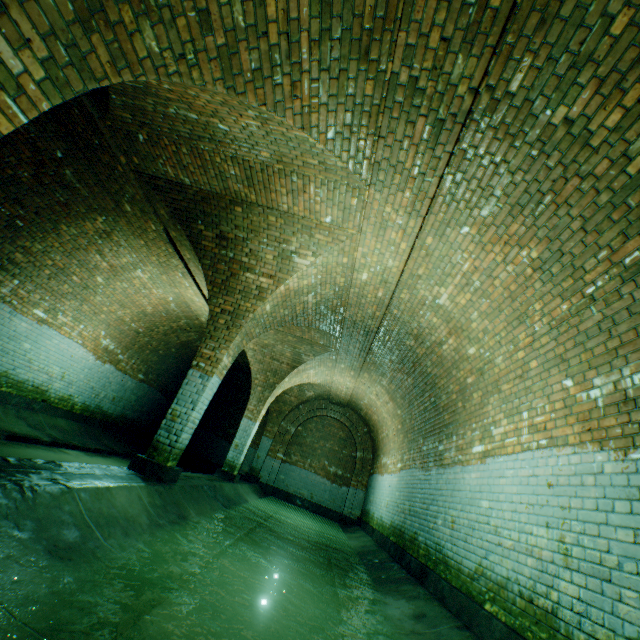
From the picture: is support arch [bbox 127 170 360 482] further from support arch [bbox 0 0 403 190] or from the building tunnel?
support arch [bbox 0 0 403 190]

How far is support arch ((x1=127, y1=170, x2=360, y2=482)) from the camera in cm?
545

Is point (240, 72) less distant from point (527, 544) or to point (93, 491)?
point (93, 491)

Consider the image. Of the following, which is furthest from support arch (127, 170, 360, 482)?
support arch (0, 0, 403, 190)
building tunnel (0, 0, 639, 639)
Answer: support arch (0, 0, 403, 190)

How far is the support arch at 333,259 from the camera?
5.5m

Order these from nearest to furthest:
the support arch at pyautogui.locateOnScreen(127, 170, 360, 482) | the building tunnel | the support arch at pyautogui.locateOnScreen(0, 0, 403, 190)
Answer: the support arch at pyautogui.locateOnScreen(0, 0, 403, 190) < the building tunnel < the support arch at pyautogui.locateOnScreen(127, 170, 360, 482)

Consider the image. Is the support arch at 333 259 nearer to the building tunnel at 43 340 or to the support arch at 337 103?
the building tunnel at 43 340
